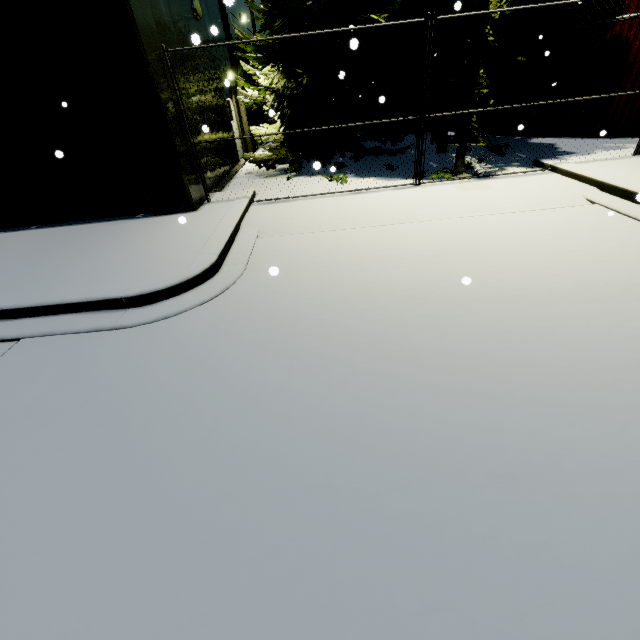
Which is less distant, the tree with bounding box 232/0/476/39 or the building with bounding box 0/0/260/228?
the building with bounding box 0/0/260/228

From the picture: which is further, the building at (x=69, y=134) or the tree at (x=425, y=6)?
the tree at (x=425, y=6)

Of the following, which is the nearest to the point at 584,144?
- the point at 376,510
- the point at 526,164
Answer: the point at 526,164
